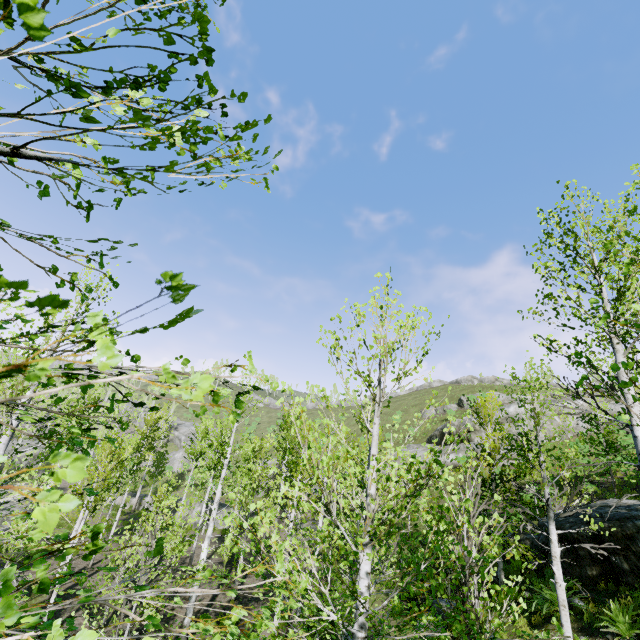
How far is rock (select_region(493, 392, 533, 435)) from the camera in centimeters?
2912cm

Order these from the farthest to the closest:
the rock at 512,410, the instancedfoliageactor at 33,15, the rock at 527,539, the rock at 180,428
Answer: the rock at 180,428, the rock at 512,410, the rock at 527,539, the instancedfoliageactor at 33,15

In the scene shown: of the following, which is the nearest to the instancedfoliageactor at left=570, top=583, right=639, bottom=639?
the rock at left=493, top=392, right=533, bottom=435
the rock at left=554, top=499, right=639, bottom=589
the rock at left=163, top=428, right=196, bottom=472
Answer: the rock at left=163, top=428, right=196, bottom=472

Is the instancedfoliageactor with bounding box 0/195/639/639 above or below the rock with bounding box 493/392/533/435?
below

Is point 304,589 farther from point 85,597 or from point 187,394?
point 187,394

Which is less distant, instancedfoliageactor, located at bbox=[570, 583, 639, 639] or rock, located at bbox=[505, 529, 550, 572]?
instancedfoliageactor, located at bbox=[570, 583, 639, 639]

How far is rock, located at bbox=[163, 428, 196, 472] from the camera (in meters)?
49.22

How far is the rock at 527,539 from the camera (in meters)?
11.91
